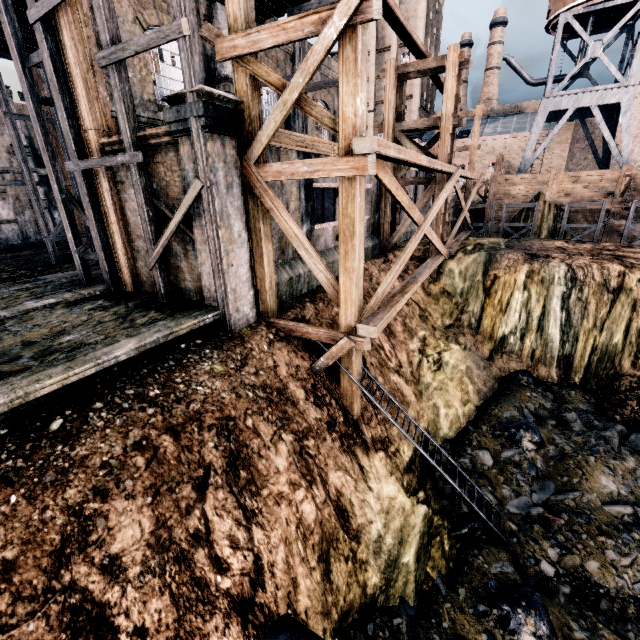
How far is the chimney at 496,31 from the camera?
57.7m

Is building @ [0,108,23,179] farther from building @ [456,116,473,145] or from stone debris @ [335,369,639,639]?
building @ [456,116,473,145]

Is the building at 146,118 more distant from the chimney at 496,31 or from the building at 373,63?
the chimney at 496,31

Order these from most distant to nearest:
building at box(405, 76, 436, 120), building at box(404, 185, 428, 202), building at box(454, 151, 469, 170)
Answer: building at box(405, 76, 436, 120), building at box(454, 151, 469, 170), building at box(404, 185, 428, 202)

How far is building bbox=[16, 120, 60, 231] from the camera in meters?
28.9 m

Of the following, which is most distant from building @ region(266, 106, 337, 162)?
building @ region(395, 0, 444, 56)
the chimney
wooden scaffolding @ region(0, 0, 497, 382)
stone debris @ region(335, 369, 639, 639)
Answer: the chimney

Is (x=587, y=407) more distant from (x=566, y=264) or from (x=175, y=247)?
(x=175, y=247)
